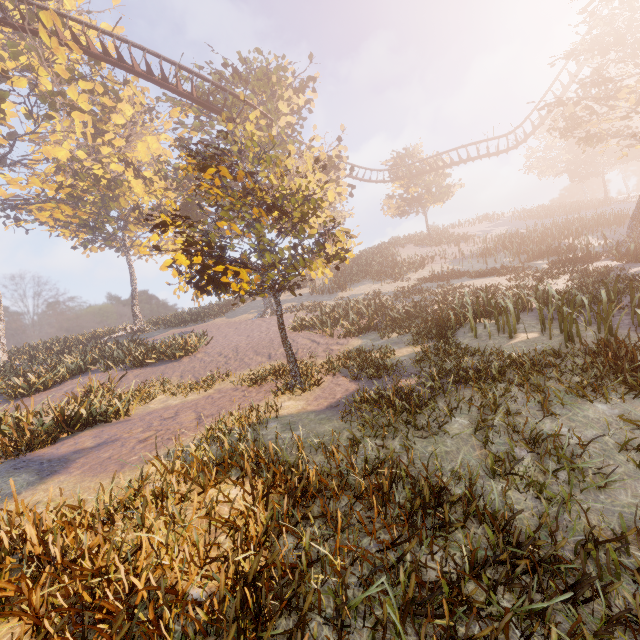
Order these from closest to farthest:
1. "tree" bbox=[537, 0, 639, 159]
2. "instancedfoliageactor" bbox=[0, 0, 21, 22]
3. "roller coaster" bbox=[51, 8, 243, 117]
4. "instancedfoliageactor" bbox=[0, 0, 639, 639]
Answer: "instancedfoliageactor" bbox=[0, 0, 639, 639]
"tree" bbox=[537, 0, 639, 159]
"instancedfoliageactor" bbox=[0, 0, 21, 22]
"roller coaster" bbox=[51, 8, 243, 117]

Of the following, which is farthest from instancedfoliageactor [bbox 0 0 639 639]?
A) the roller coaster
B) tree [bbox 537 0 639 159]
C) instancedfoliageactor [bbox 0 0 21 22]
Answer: tree [bbox 537 0 639 159]

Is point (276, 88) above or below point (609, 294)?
above

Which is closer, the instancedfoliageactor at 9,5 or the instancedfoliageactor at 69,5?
the instancedfoliageactor at 9,5

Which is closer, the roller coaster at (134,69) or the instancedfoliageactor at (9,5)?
the instancedfoliageactor at (9,5)

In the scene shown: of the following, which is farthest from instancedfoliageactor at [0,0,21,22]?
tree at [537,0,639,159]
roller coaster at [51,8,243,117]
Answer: tree at [537,0,639,159]

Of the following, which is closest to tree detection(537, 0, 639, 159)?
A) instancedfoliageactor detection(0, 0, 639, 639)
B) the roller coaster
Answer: the roller coaster
